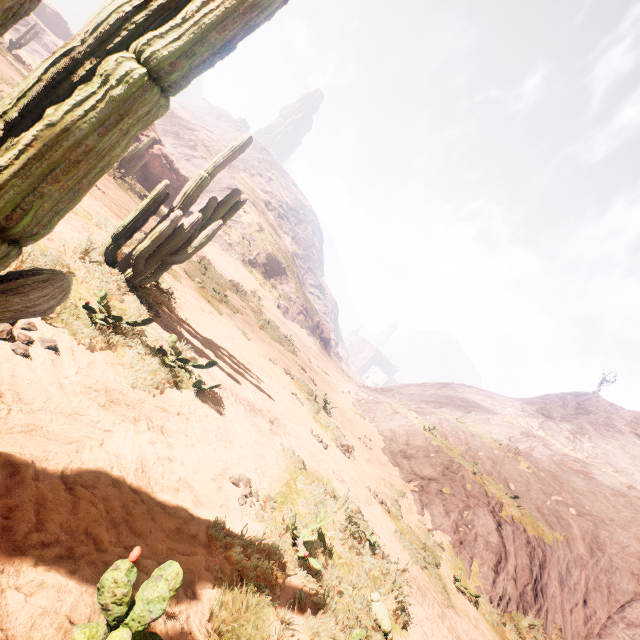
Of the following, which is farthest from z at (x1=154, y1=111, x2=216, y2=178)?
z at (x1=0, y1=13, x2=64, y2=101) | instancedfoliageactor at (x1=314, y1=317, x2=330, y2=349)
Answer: z at (x1=0, y1=13, x2=64, y2=101)

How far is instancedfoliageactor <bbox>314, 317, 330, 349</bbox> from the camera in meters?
49.2

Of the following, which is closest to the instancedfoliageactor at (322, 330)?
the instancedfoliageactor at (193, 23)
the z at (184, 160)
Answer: the z at (184, 160)

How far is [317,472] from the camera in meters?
6.8

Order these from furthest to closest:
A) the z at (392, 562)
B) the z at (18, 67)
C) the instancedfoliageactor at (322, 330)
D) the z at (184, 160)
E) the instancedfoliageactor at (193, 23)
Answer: the instancedfoliageactor at (322, 330)
the z at (184, 160)
the z at (18, 67)
the z at (392, 562)
the instancedfoliageactor at (193, 23)

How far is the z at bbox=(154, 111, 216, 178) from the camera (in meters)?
47.03

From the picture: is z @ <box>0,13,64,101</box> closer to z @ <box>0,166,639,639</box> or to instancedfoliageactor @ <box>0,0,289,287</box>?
z @ <box>0,166,639,639</box>
